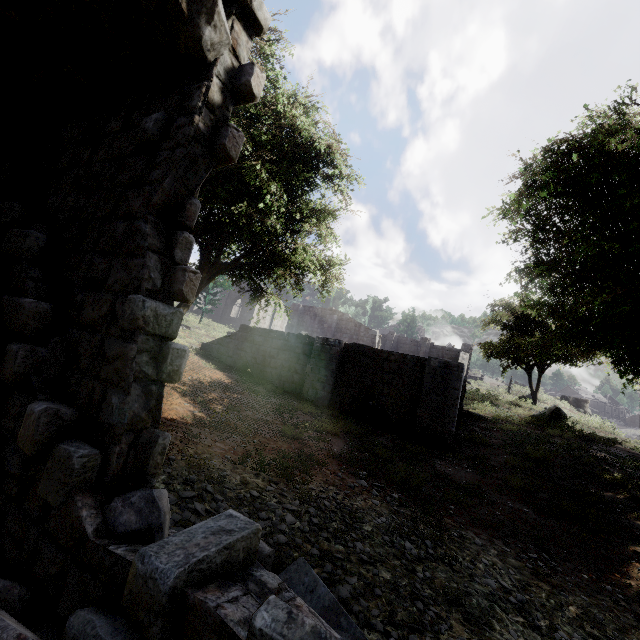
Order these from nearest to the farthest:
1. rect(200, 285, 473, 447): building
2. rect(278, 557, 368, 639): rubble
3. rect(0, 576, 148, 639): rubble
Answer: rect(0, 576, 148, 639): rubble
rect(278, 557, 368, 639): rubble
rect(200, 285, 473, 447): building

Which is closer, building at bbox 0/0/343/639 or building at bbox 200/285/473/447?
building at bbox 0/0/343/639

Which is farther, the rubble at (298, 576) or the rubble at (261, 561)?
the rubble at (261, 561)

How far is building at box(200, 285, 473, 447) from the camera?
12.0m

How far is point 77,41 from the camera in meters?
3.7 m

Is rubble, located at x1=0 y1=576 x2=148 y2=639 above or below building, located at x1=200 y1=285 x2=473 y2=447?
below
